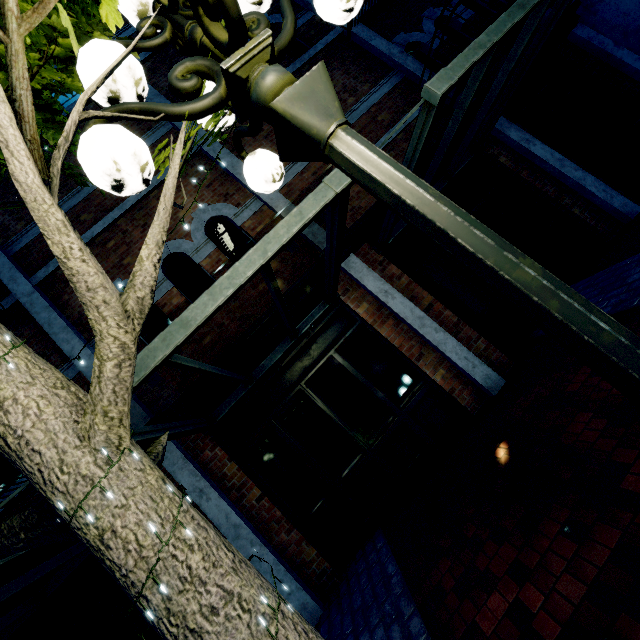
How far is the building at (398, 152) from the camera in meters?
6.0 m

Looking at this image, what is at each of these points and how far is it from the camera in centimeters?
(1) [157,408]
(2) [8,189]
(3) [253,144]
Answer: (1) building, 491cm
(2) building, 590cm
(3) building, 609cm

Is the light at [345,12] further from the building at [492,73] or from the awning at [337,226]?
the building at [492,73]

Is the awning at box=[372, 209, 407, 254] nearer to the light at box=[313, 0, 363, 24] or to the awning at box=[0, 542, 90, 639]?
the awning at box=[0, 542, 90, 639]

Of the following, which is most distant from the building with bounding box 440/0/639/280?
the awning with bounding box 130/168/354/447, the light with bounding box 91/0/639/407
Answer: the light with bounding box 91/0/639/407

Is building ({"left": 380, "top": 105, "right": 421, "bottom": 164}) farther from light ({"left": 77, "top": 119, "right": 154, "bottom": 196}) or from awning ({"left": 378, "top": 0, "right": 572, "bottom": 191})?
light ({"left": 77, "top": 119, "right": 154, "bottom": 196})
